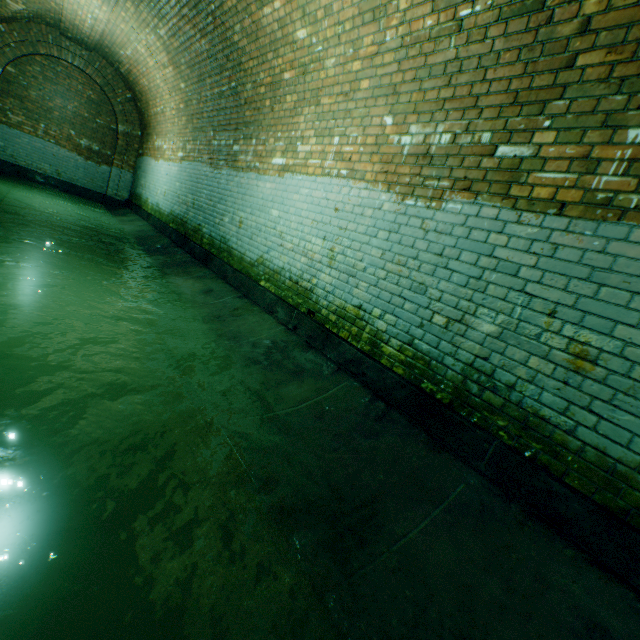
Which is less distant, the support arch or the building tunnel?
the building tunnel

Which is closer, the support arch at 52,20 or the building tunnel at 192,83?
the building tunnel at 192,83

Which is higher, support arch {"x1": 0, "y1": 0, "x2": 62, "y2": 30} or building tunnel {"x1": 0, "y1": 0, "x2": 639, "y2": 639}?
support arch {"x1": 0, "y1": 0, "x2": 62, "y2": 30}

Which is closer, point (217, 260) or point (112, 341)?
point (112, 341)

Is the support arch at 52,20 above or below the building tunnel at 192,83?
above
